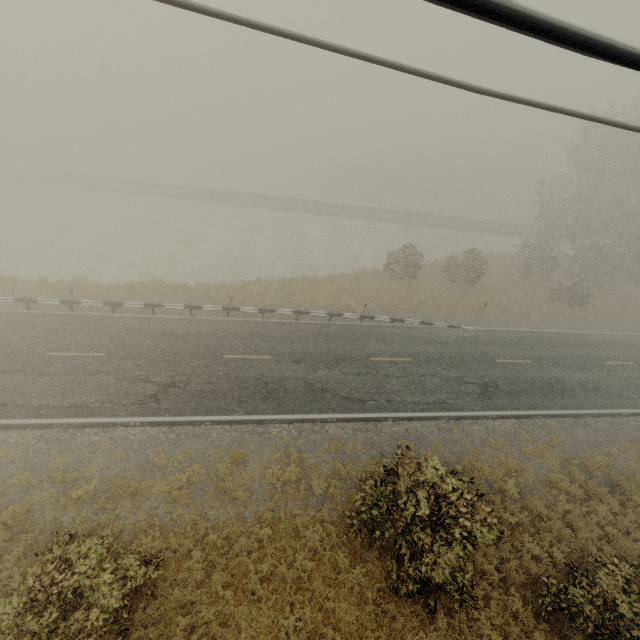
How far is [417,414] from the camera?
13.9m
